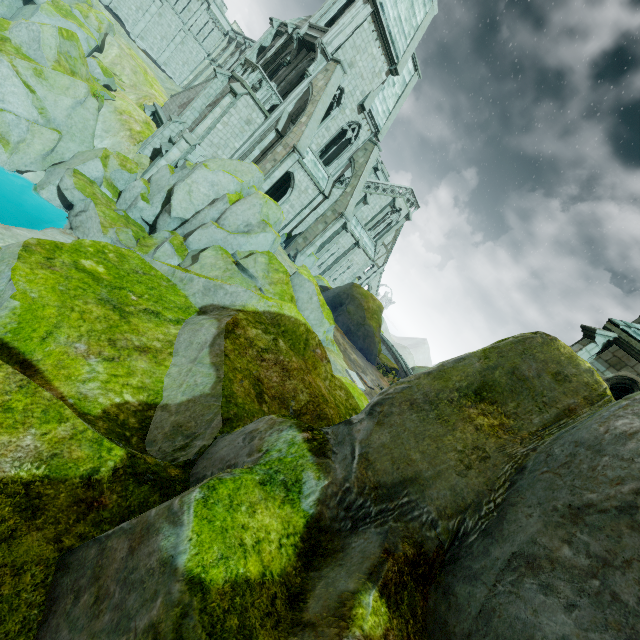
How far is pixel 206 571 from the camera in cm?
123

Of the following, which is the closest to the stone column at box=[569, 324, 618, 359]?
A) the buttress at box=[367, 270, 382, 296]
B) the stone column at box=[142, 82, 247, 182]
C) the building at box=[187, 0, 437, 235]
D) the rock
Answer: the rock

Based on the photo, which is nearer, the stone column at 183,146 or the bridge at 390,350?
the stone column at 183,146

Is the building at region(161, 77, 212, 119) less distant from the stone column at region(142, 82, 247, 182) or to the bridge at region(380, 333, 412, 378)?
the stone column at region(142, 82, 247, 182)

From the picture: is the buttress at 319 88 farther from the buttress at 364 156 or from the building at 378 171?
the buttress at 364 156

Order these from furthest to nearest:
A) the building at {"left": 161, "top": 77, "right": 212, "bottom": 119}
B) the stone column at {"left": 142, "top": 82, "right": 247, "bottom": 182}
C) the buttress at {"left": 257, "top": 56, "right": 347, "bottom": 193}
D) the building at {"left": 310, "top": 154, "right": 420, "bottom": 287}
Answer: the building at {"left": 310, "top": 154, "right": 420, "bottom": 287} < the building at {"left": 161, "top": 77, "right": 212, "bottom": 119} < the stone column at {"left": 142, "top": 82, "right": 247, "bottom": 182} < the buttress at {"left": 257, "top": 56, "right": 347, "bottom": 193}

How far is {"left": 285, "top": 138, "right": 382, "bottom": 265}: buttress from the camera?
26.22m

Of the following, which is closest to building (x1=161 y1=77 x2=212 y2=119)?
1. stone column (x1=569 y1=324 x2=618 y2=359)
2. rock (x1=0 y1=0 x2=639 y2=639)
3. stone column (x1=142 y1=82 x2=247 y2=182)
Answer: stone column (x1=142 y1=82 x2=247 y2=182)
